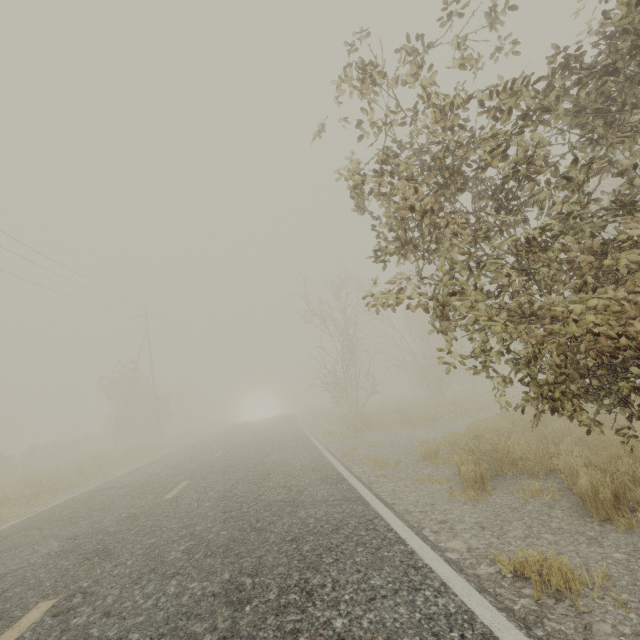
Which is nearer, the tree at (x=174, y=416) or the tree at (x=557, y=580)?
the tree at (x=557, y=580)

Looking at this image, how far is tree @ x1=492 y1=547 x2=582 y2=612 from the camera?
2.5m

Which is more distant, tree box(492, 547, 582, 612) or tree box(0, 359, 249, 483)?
tree box(0, 359, 249, 483)

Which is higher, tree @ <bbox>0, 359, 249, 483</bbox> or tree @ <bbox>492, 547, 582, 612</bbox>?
tree @ <bbox>0, 359, 249, 483</bbox>

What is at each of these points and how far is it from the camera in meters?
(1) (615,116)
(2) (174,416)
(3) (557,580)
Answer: (1) tree, 3.3
(2) tree, 48.2
(3) tree, 2.5
